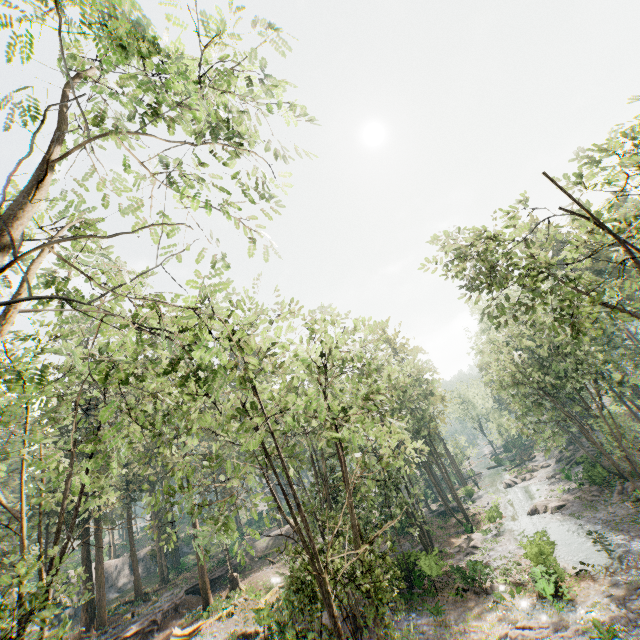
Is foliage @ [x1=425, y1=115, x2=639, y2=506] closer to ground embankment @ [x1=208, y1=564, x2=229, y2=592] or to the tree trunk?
ground embankment @ [x1=208, y1=564, x2=229, y2=592]

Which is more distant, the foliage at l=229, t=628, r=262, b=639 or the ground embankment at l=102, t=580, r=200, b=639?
the ground embankment at l=102, t=580, r=200, b=639

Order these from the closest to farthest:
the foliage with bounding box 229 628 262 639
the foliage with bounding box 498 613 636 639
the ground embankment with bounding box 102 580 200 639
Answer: the foliage with bounding box 498 613 636 639 → the foliage with bounding box 229 628 262 639 → the ground embankment with bounding box 102 580 200 639

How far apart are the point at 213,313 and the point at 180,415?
4.8m

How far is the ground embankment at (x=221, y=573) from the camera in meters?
34.7 m

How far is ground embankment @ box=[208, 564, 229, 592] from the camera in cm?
3469

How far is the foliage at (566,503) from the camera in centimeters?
3258cm

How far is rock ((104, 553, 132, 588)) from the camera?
43.97m
